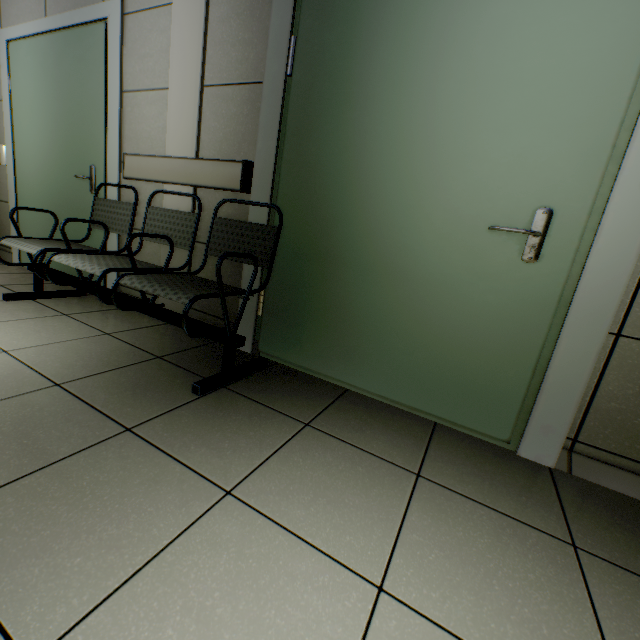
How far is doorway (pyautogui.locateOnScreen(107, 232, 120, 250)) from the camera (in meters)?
2.63

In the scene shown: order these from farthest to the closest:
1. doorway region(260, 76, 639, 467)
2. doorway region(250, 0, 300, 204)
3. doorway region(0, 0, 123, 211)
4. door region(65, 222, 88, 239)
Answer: door region(65, 222, 88, 239)
doorway region(0, 0, 123, 211)
doorway region(250, 0, 300, 204)
doorway region(260, 76, 639, 467)

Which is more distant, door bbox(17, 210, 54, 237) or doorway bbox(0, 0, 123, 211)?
door bbox(17, 210, 54, 237)

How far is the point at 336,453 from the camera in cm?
128

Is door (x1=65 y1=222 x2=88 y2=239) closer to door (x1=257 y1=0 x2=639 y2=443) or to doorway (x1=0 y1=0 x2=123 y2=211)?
doorway (x1=0 y1=0 x2=123 y2=211)

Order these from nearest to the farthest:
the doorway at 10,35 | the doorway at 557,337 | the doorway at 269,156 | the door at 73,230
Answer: the doorway at 557,337 < the doorway at 269,156 < the doorway at 10,35 < the door at 73,230

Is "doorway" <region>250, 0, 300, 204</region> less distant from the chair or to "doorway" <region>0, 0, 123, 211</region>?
the chair

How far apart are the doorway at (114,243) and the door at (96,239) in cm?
1
